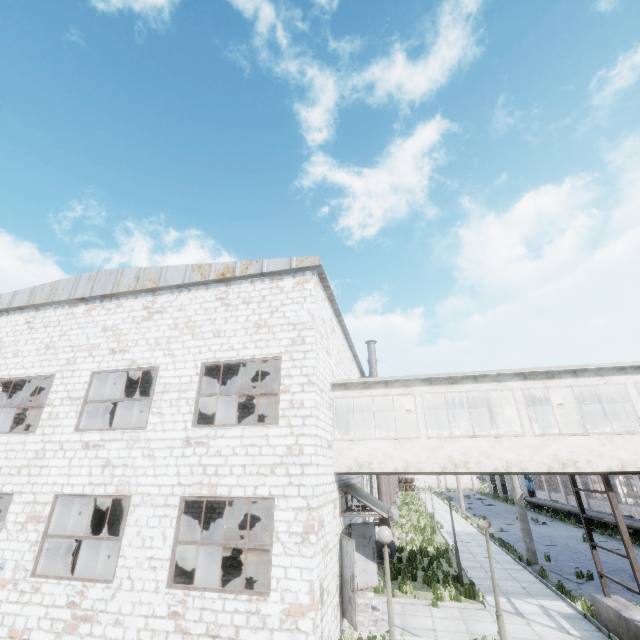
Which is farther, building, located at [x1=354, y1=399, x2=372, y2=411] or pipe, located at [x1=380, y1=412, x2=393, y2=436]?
pipe, located at [x1=380, y1=412, x2=393, y2=436]

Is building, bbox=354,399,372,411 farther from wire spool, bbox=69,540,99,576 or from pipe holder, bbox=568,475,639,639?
wire spool, bbox=69,540,99,576

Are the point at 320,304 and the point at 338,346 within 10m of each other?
yes

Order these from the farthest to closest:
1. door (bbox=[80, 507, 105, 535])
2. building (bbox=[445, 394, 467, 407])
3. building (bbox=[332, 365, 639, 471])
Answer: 1. door (bbox=[80, 507, 105, 535])
2. building (bbox=[445, 394, 467, 407])
3. building (bbox=[332, 365, 639, 471])

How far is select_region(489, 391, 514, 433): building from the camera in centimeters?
1367cm

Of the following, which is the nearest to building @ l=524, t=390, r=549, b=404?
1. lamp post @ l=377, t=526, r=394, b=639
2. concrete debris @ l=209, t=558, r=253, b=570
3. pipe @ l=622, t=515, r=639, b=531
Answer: pipe @ l=622, t=515, r=639, b=531

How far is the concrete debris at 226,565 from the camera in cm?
1476

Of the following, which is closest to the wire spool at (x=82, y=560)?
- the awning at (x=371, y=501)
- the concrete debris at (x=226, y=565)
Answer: the concrete debris at (x=226, y=565)
